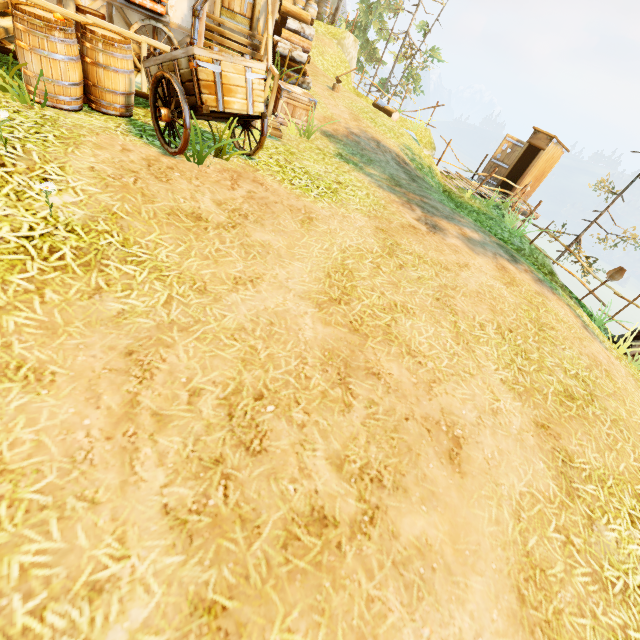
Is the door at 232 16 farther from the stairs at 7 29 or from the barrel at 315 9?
the barrel at 315 9

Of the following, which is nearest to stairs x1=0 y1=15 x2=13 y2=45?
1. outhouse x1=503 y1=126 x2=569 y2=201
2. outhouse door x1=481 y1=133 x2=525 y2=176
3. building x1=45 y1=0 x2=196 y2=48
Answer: building x1=45 y1=0 x2=196 y2=48

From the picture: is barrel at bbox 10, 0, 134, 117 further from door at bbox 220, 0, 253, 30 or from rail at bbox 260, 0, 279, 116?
door at bbox 220, 0, 253, 30

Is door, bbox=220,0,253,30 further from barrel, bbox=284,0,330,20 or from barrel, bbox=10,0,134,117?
barrel, bbox=284,0,330,20

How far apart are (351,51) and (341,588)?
21.1 meters

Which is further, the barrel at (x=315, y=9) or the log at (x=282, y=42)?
the barrel at (x=315, y=9)

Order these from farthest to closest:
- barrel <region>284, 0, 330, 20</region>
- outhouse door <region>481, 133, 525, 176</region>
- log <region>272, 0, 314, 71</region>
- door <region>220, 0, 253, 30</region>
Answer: barrel <region>284, 0, 330, 20</region> → outhouse door <region>481, 133, 525, 176</region> → log <region>272, 0, 314, 71</region> → door <region>220, 0, 253, 30</region>

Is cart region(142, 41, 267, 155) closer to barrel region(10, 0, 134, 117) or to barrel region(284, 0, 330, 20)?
barrel region(10, 0, 134, 117)
